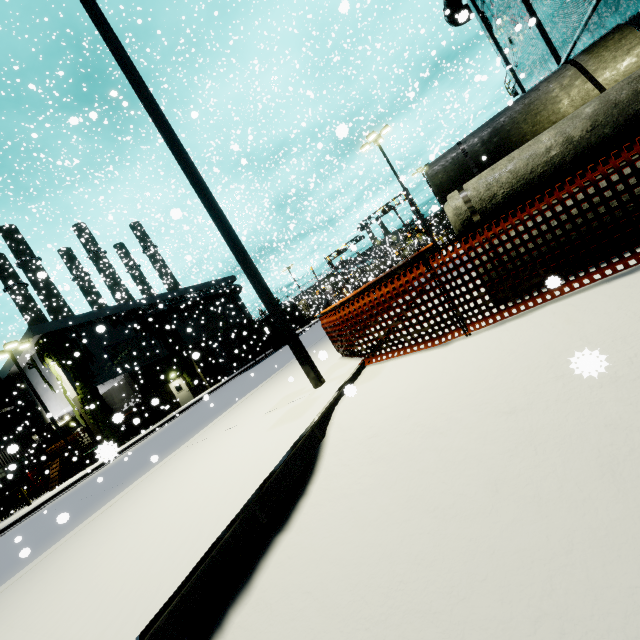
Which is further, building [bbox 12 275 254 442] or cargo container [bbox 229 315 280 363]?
cargo container [bbox 229 315 280 363]

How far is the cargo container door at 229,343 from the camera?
28.8m

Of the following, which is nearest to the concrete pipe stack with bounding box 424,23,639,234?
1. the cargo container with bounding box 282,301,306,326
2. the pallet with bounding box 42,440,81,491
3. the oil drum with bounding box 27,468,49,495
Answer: the cargo container with bounding box 282,301,306,326

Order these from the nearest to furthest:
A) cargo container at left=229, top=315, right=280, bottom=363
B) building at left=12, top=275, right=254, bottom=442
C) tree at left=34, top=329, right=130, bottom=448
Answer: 1. tree at left=34, top=329, right=130, bottom=448
2. building at left=12, top=275, right=254, bottom=442
3. cargo container at left=229, top=315, right=280, bottom=363

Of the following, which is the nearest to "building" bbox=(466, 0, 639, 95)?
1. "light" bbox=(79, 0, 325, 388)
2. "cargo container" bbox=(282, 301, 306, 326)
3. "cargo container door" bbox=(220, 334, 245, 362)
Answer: "cargo container" bbox=(282, 301, 306, 326)

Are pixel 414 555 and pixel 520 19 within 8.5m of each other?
no

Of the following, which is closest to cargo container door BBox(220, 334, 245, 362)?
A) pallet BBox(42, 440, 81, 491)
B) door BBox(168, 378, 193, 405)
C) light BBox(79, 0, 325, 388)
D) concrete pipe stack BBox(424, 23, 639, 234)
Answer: light BBox(79, 0, 325, 388)

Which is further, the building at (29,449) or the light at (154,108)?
the building at (29,449)
